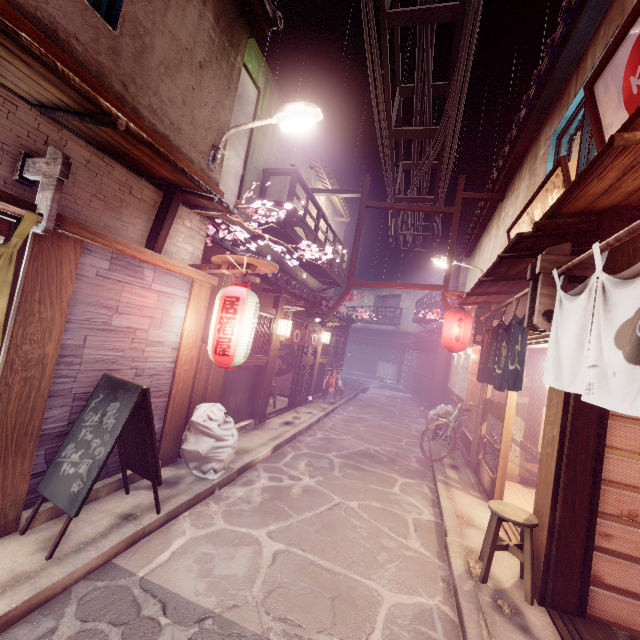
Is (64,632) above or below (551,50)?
below

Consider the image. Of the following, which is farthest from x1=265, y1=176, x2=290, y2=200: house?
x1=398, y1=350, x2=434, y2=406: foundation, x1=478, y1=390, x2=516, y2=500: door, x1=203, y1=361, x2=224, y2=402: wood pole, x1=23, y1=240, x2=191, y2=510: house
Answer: x1=398, y1=350, x2=434, y2=406: foundation

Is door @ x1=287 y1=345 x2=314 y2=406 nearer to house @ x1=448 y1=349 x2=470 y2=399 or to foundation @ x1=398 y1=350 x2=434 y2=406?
house @ x1=448 y1=349 x2=470 y2=399

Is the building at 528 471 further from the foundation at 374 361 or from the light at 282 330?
the light at 282 330

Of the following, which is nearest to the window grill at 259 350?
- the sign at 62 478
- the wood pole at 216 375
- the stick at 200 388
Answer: the wood pole at 216 375

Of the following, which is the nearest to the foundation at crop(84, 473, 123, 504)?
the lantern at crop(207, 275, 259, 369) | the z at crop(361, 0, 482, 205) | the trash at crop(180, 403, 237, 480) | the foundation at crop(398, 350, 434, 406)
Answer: the trash at crop(180, 403, 237, 480)

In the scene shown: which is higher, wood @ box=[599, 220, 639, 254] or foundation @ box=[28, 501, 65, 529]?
wood @ box=[599, 220, 639, 254]

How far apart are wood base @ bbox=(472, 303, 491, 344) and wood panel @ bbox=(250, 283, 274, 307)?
8.7 meters
